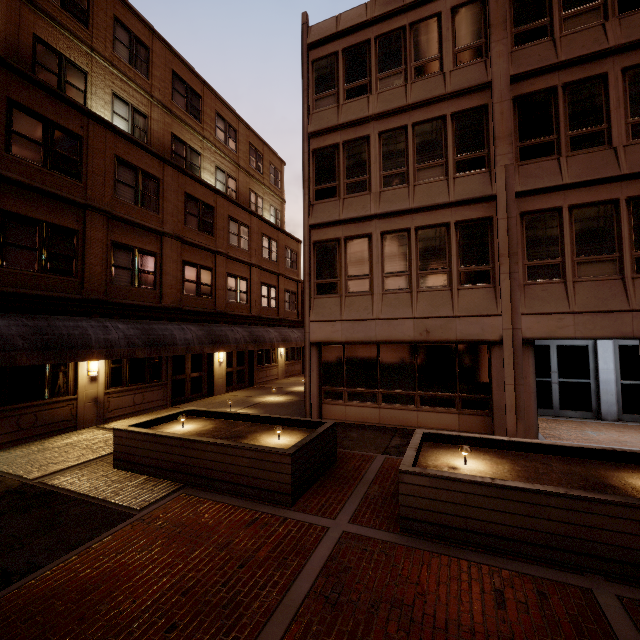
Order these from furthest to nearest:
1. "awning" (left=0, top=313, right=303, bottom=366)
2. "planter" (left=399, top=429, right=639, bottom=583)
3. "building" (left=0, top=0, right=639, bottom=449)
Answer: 1. "building" (left=0, top=0, right=639, bottom=449)
2. "awning" (left=0, top=313, right=303, bottom=366)
3. "planter" (left=399, top=429, right=639, bottom=583)

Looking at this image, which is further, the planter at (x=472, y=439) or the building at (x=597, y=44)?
the building at (x=597, y=44)

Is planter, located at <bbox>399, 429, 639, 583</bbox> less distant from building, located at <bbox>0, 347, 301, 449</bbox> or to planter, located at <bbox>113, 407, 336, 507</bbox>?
planter, located at <bbox>113, 407, 336, 507</bbox>

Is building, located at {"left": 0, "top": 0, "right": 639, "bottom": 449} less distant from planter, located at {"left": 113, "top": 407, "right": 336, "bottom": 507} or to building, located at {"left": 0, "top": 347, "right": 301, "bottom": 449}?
planter, located at {"left": 113, "top": 407, "right": 336, "bottom": 507}

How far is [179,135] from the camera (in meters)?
17.48

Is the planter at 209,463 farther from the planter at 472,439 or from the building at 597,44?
the building at 597,44

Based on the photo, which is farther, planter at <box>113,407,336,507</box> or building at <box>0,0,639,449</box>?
building at <box>0,0,639,449</box>

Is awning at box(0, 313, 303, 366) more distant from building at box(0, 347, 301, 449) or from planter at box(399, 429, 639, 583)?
planter at box(399, 429, 639, 583)
